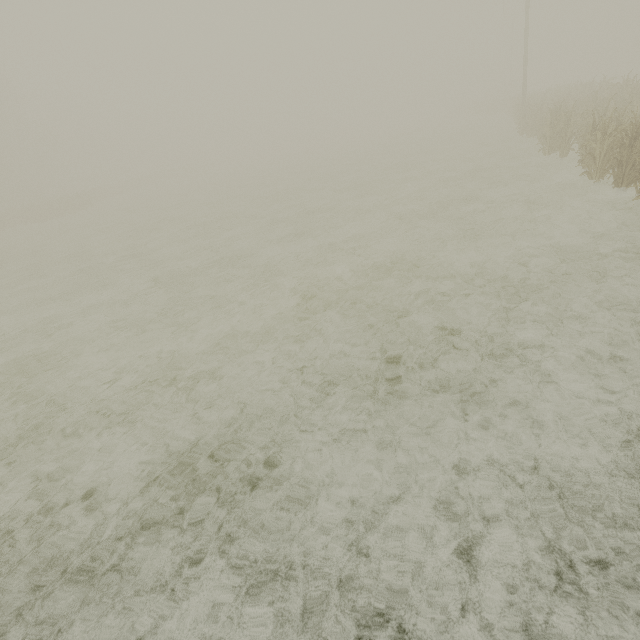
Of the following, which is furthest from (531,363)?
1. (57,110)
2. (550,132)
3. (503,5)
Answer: (57,110)
